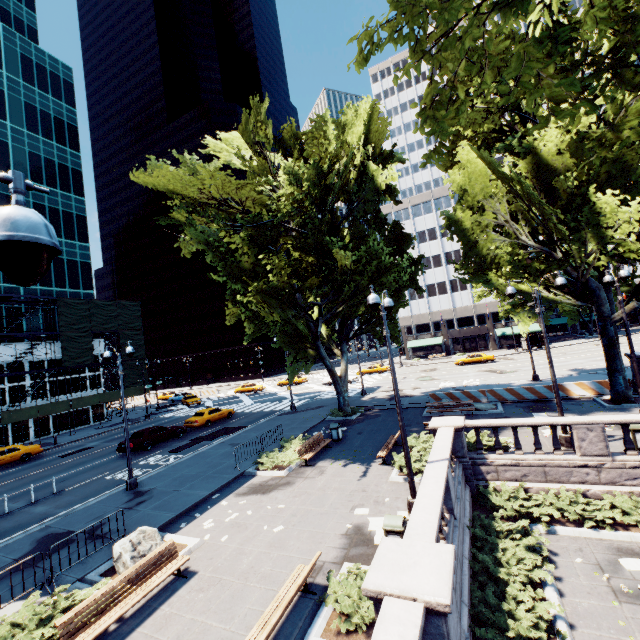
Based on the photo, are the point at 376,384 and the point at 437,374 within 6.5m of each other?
no

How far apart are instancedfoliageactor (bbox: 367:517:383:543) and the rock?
6.3m

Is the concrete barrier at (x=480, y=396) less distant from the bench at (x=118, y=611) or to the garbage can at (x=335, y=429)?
the garbage can at (x=335, y=429)

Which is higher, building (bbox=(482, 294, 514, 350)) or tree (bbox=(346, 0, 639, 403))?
tree (bbox=(346, 0, 639, 403))

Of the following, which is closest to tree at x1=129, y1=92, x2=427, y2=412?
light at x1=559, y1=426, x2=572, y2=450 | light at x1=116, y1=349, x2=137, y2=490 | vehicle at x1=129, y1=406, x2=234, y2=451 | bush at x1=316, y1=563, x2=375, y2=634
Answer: light at x1=559, y1=426, x2=572, y2=450

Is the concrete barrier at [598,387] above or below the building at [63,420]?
below

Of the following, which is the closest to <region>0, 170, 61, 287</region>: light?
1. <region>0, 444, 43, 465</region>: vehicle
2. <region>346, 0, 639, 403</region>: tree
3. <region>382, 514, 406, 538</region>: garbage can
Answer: <region>346, 0, 639, 403</region>: tree

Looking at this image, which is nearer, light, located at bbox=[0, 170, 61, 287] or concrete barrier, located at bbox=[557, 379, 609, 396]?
light, located at bbox=[0, 170, 61, 287]
